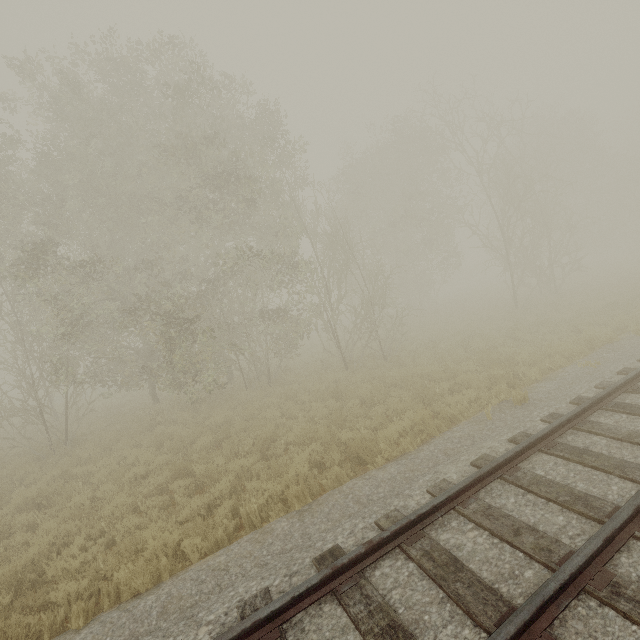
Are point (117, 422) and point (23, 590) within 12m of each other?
yes

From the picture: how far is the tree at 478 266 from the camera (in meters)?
56.64

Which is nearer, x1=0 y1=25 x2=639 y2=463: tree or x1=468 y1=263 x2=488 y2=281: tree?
x1=0 y1=25 x2=639 y2=463: tree

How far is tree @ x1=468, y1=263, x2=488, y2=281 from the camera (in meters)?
56.64

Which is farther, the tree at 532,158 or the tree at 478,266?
the tree at 478,266
